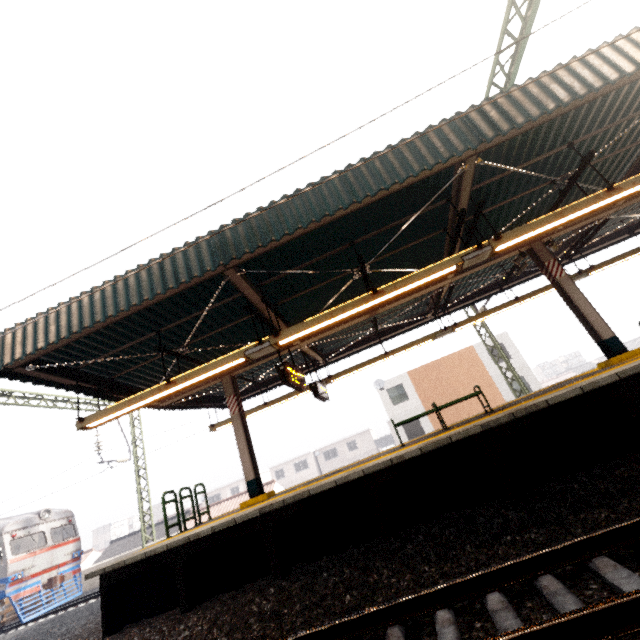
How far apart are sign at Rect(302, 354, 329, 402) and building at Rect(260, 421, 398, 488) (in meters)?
42.91

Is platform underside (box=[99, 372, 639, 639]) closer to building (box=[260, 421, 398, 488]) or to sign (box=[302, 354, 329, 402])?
sign (box=[302, 354, 329, 402])

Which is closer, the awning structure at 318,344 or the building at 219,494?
the awning structure at 318,344

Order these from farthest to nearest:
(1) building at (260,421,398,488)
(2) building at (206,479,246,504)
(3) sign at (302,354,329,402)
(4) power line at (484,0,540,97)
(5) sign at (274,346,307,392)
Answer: (2) building at (206,479,246,504), (1) building at (260,421,398,488), (3) sign at (302,354,329,402), (5) sign at (274,346,307,392), (4) power line at (484,0,540,97)

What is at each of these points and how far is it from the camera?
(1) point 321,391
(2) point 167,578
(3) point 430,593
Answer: (1) sign, 10.48m
(2) platform underside, 6.43m
(3) train track, 3.21m

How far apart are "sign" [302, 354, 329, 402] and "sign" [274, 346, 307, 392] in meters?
1.3

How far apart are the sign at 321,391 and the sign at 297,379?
1.35m

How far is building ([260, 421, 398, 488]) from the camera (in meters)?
50.03
